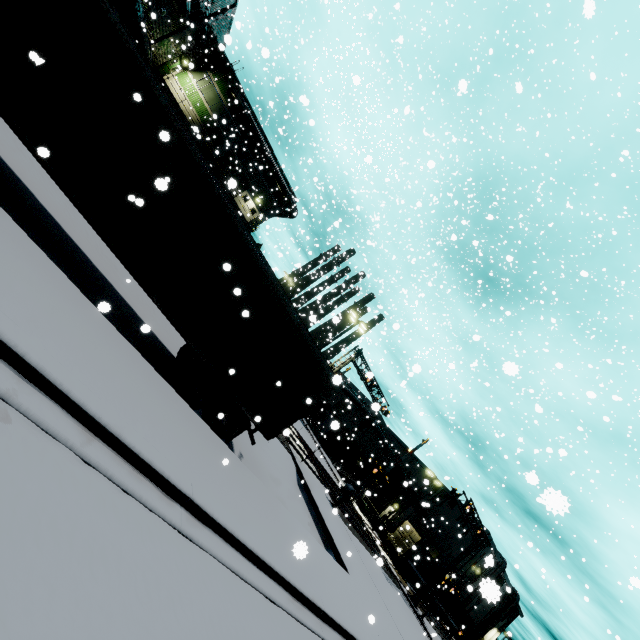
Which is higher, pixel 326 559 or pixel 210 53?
pixel 210 53

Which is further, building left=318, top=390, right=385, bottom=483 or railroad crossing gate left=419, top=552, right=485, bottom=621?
building left=318, top=390, right=385, bottom=483

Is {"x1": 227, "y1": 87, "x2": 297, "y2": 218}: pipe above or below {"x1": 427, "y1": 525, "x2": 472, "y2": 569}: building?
above

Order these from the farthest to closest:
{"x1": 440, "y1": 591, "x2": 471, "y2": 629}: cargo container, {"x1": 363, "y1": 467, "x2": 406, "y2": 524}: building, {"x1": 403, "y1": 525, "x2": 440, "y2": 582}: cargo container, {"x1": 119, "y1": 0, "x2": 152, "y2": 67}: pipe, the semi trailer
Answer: {"x1": 363, "y1": 467, "x2": 406, "y2": 524}: building
{"x1": 440, "y1": 591, "x2": 471, "y2": 629}: cargo container
{"x1": 403, "y1": 525, "x2": 440, "y2": 582}: cargo container
{"x1": 119, "y1": 0, "x2": 152, "y2": 67}: pipe
the semi trailer

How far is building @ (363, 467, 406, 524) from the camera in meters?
44.9

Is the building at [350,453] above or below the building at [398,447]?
below

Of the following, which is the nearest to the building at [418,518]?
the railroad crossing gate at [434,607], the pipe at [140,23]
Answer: the pipe at [140,23]
